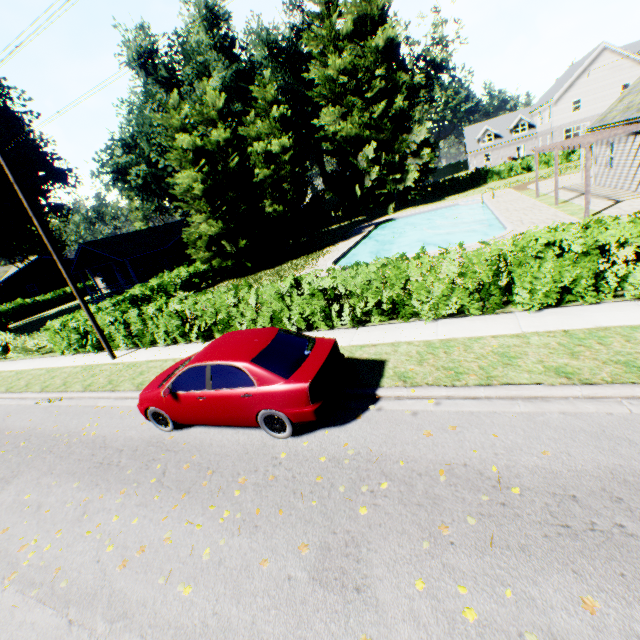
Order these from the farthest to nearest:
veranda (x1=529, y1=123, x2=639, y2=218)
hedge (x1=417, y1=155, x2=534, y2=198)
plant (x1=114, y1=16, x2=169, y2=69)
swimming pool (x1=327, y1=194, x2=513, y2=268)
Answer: hedge (x1=417, y1=155, x2=534, y2=198), plant (x1=114, y1=16, x2=169, y2=69), swimming pool (x1=327, y1=194, x2=513, y2=268), veranda (x1=529, y1=123, x2=639, y2=218)

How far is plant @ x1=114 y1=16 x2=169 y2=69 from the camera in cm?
3450

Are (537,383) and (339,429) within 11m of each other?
yes

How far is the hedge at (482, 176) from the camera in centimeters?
4000cm

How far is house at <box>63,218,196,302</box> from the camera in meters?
29.2

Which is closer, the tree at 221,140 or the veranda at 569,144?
the veranda at 569,144

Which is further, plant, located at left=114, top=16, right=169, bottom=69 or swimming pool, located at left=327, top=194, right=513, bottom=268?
plant, located at left=114, top=16, right=169, bottom=69

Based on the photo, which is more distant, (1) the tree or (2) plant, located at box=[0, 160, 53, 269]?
(2) plant, located at box=[0, 160, 53, 269]
